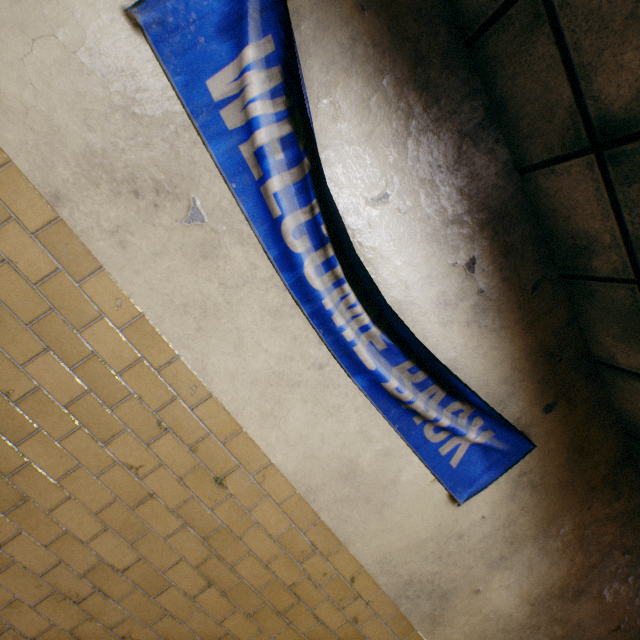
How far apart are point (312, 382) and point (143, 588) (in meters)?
1.53
